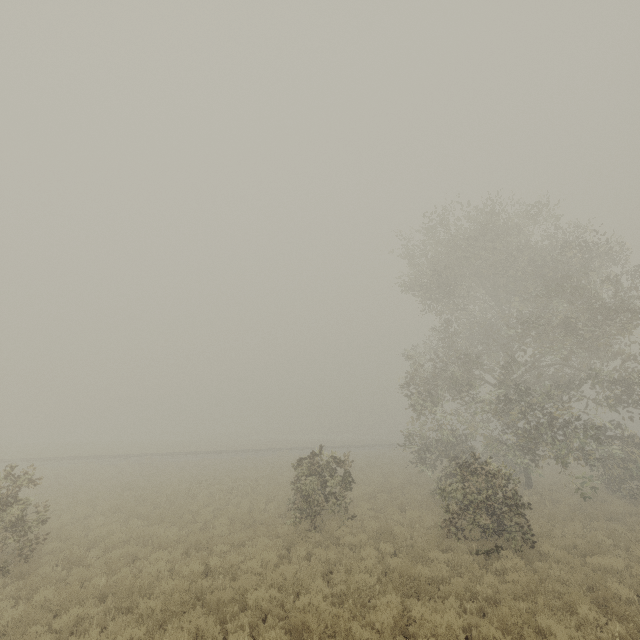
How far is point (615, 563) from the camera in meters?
9.6 m

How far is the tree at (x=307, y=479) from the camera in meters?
12.8 m

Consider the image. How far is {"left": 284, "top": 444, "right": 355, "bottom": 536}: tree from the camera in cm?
1281
